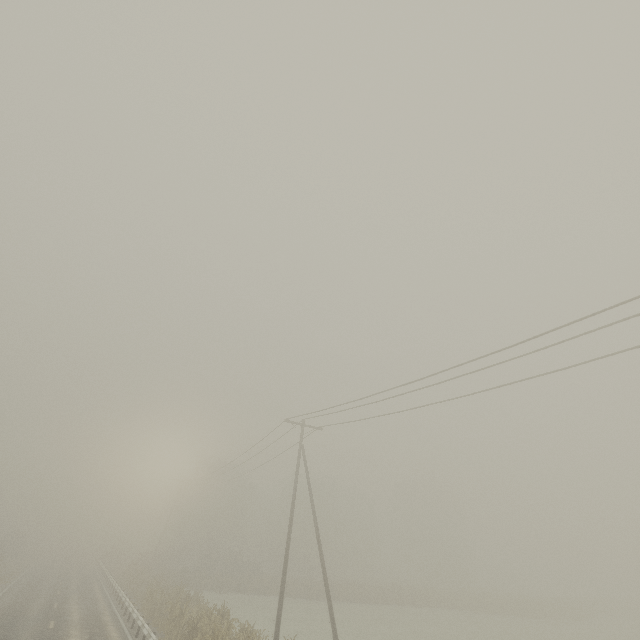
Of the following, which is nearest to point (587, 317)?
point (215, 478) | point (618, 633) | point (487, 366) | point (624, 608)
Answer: point (487, 366)
